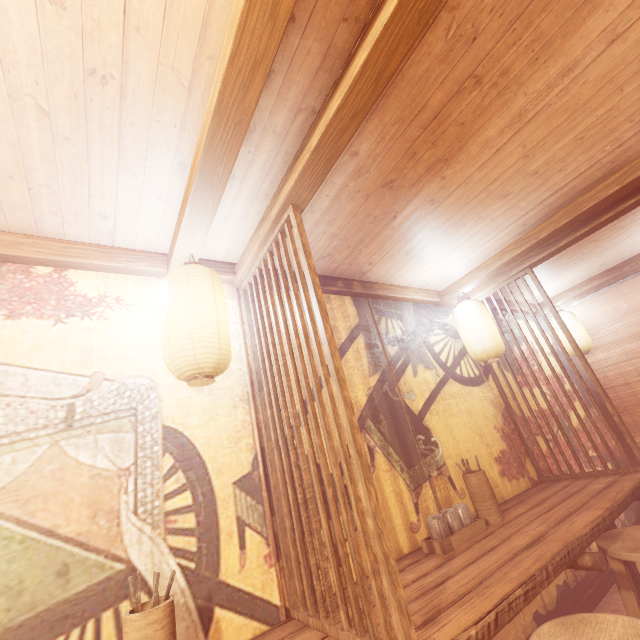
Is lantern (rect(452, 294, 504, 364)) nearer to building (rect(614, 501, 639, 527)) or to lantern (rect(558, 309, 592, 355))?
building (rect(614, 501, 639, 527))

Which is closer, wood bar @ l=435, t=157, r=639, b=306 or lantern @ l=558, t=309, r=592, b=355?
wood bar @ l=435, t=157, r=639, b=306

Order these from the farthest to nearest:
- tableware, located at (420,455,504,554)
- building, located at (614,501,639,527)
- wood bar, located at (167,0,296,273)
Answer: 1. building, located at (614,501,639,527)
2. tableware, located at (420,455,504,554)
3. wood bar, located at (167,0,296,273)

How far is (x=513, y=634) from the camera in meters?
3.9

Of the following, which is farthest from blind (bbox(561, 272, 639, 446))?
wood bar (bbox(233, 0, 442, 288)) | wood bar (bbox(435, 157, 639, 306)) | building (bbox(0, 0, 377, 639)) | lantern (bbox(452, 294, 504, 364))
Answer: wood bar (bbox(233, 0, 442, 288))

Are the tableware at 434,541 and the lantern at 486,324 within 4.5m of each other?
yes

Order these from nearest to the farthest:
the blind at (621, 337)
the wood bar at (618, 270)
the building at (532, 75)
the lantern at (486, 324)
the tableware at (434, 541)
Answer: the building at (532, 75), the tableware at (434, 541), the lantern at (486, 324), the wood bar at (618, 270), the blind at (621, 337)

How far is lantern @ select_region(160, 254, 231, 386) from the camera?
2.8m
